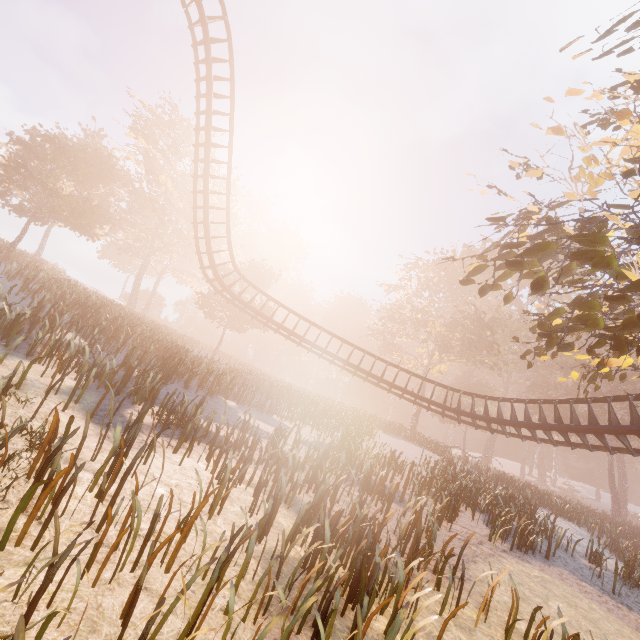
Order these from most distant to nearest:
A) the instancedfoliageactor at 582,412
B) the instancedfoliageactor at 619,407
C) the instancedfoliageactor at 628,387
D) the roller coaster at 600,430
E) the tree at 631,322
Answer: the instancedfoliageactor at 582,412
the instancedfoliageactor at 628,387
the instancedfoliageactor at 619,407
the roller coaster at 600,430
the tree at 631,322

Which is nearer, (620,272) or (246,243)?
(620,272)

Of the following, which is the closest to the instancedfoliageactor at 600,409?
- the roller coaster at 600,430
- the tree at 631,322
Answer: the tree at 631,322

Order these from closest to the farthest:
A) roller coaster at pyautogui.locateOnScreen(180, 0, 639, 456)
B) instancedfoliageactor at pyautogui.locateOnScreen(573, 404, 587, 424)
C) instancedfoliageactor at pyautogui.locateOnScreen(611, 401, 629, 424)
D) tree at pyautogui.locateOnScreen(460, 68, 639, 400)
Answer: tree at pyautogui.locateOnScreen(460, 68, 639, 400)
roller coaster at pyautogui.locateOnScreen(180, 0, 639, 456)
instancedfoliageactor at pyautogui.locateOnScreen(611, 401, 629, 424)
instancedfoliageactor at pyautogui.locateOnScreen(573, 404, 587, 424)

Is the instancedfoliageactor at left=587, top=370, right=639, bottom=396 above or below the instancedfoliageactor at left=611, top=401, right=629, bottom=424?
above

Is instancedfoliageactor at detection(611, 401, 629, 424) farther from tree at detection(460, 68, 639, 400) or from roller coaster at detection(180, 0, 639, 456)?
roller coaster at detection(180, 0, 639, 456)

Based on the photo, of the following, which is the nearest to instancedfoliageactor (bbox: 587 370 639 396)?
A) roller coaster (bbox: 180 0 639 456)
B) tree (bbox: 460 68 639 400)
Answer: tree (bbox: 460 68 639 400)

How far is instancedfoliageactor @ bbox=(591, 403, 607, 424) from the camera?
37.4 meters
